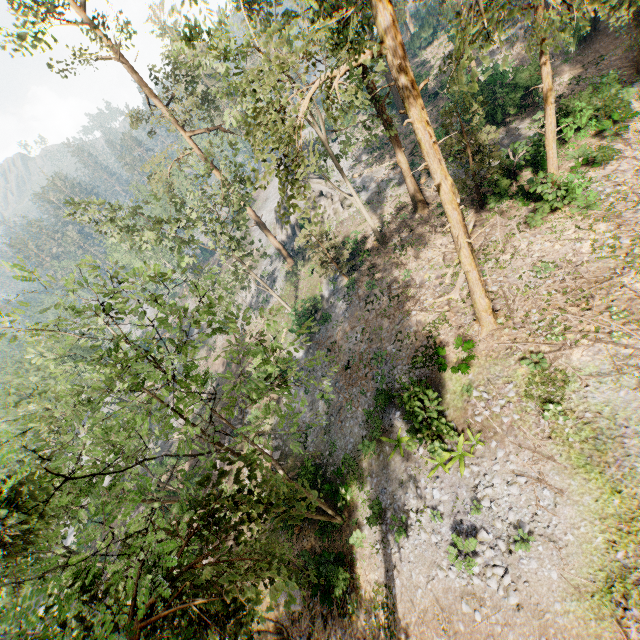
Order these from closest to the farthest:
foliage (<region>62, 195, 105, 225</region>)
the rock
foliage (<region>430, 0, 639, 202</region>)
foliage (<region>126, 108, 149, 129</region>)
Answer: foliage (<region>430, 0, 639, 202</region>) → foliage (<region>62, 195, 105, 225</region>) → foliage (<region>126, 108, 149, 129</region>) → the rock

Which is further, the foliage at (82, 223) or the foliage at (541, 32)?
the foliage at (82, 223)

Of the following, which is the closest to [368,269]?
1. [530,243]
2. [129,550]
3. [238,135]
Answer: [530,243]

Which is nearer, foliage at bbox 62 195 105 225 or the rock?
foliage at bbox 62 195 105 225

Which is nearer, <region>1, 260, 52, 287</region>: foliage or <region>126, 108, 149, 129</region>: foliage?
<region>1, 260, 52, 287</region>: foliage

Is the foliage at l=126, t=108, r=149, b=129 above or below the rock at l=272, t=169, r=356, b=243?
above

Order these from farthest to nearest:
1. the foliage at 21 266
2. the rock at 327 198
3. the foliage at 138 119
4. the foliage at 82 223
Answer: the rock at 327 198
the foliage at 138 119
the foliage at 82 223
the foliage at 21 266
